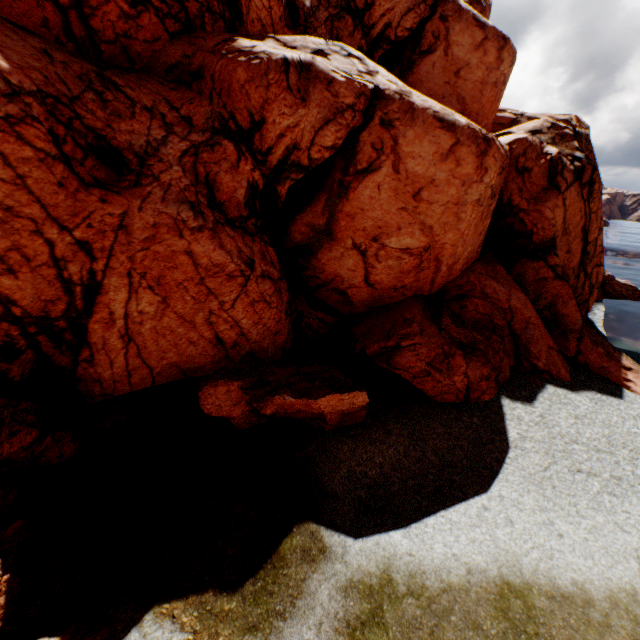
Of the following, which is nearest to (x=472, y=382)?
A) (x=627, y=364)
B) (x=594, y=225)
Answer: (x=627, y=364)

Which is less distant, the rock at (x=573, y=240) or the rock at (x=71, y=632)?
the rock at (x=71, y=632)

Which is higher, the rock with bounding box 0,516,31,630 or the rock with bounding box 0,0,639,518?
the rock with bounding box 0,0,639,518

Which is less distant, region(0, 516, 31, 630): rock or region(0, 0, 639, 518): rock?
region(0, 516, 31, 630): rock
